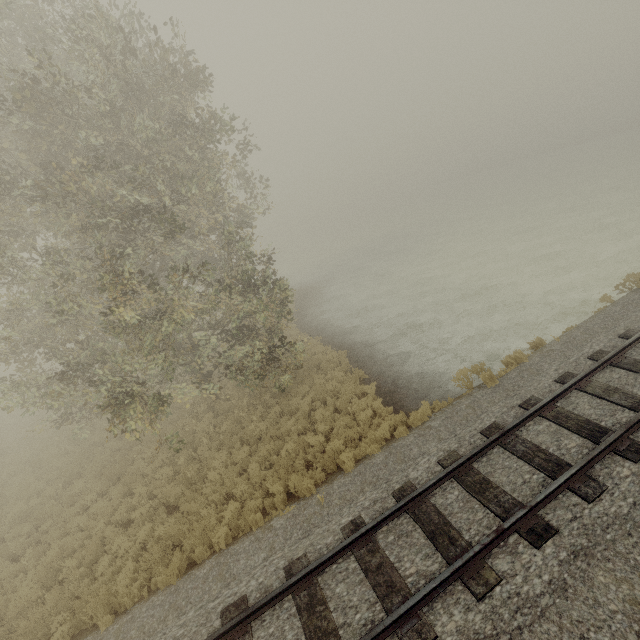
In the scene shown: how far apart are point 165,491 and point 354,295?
17.7m
